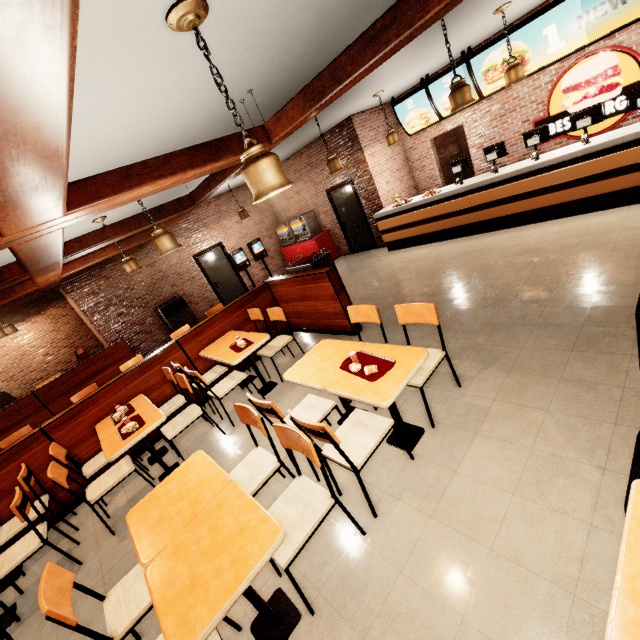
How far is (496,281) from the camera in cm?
488
